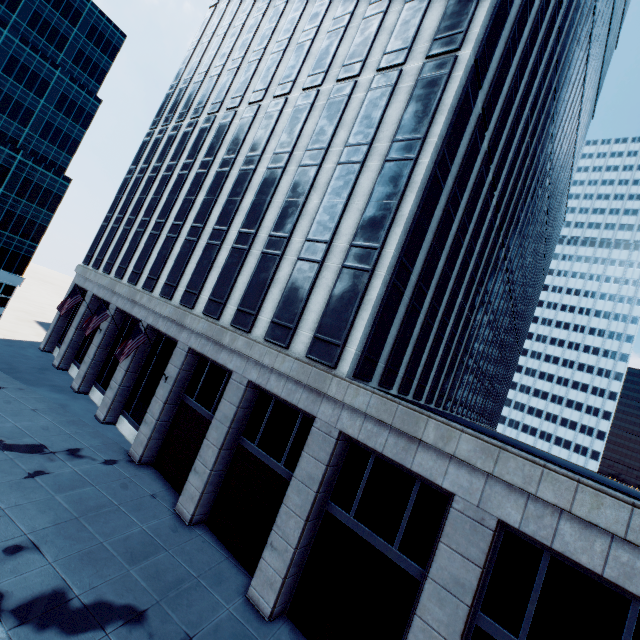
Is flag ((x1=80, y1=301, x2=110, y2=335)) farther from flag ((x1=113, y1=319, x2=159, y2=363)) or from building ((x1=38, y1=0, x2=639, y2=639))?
flag ((x1=113, y1=319, x2=159, y2=363))

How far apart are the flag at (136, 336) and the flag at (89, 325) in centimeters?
554cm

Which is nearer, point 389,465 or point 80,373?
point 389,465

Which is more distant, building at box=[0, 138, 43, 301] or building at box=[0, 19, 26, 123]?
building at box=[0, 19, 26, 123]

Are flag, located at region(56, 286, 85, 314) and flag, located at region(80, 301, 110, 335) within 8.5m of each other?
yes

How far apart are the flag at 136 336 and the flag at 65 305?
11.57m

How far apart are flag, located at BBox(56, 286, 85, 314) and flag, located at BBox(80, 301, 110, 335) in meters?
5.7 m

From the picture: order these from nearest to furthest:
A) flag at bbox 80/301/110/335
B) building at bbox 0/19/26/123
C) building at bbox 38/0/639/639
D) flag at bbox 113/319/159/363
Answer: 1. building at bbox 38/0/639/639
2. flag at bbox 113/319/159/363
3. flag at bbox 80/301/110/335
4. building at bbox 0/19/26/123
